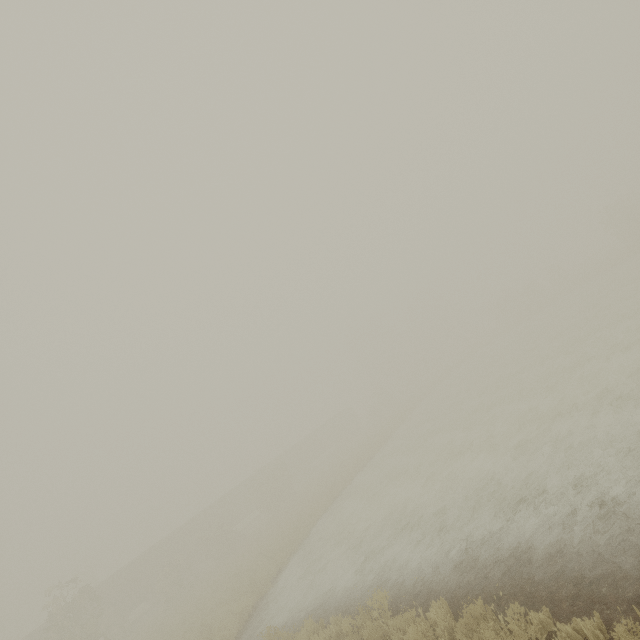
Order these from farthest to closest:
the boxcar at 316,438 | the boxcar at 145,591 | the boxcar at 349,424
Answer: the boxcar at 349,424
the boxcar at 316,438
the boxcar at 145,591

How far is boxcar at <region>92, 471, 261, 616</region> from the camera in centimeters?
3102cm

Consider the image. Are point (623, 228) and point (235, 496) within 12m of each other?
no

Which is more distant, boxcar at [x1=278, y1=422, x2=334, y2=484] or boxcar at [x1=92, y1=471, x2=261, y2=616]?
boxcar at [x1=278, y1=422, x2=334, y2=484]

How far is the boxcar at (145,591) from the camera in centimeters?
3102cm
